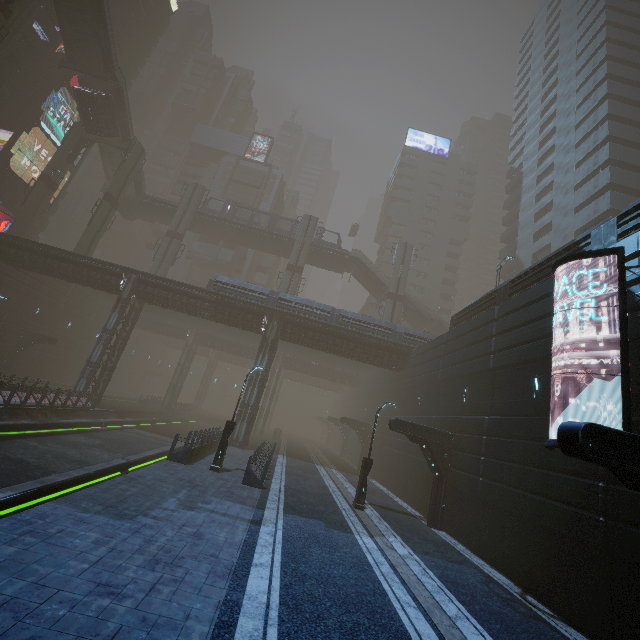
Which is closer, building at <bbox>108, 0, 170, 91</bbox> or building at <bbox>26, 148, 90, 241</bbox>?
building at <bbox>26, 148, 90, 241</bbox>

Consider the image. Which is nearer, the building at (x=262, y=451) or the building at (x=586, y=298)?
the building at (x=586, y=298)

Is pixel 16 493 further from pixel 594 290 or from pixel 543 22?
pixel 543 22

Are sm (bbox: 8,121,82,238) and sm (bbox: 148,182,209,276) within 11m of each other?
no

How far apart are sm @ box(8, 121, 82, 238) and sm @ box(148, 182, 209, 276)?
12.2 meters

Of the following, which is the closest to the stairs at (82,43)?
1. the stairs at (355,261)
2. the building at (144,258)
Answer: the building at (144,258)

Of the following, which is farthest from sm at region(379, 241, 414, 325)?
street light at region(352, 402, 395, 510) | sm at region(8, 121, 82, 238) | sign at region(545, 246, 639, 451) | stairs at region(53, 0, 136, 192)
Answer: sm at region(8, 121, 82, 238)

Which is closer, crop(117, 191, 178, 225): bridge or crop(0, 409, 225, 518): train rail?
crop(0, 409, 225, 518): train rail
